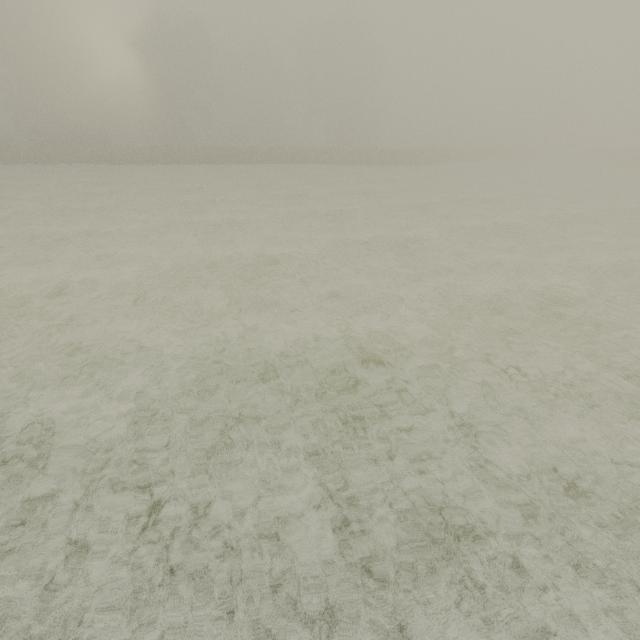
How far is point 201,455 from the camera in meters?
4.2
